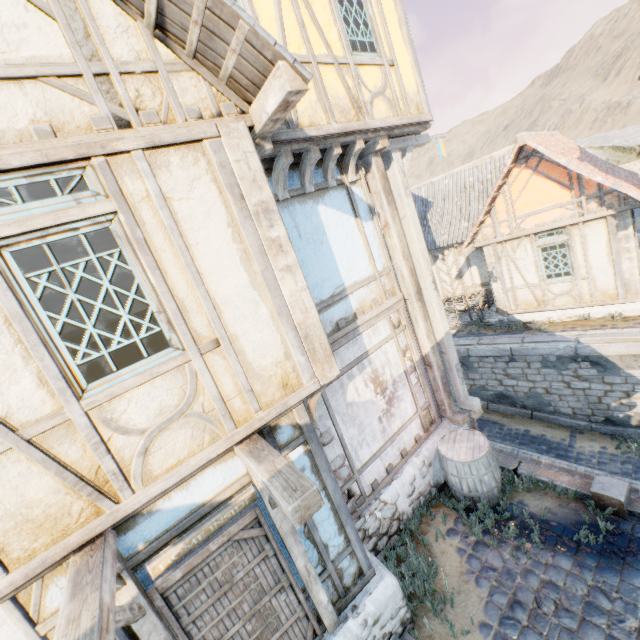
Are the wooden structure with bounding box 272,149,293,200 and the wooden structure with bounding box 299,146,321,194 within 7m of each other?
yes

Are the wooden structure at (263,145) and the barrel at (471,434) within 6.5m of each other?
yes

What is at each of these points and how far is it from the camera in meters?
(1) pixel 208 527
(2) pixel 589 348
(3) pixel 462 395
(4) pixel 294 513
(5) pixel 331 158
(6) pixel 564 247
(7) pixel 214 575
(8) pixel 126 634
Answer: (1) sign, 3.3 m
(2) stone blocks, 9.6 m
(3) wooden structure, 7.4 m
(4) wooden structure, 2.3 m
(5) wooden structure, 5.1 m
(6) building, 10.6 m
(7) door, 3.4 m
(8) building, 3.0 m

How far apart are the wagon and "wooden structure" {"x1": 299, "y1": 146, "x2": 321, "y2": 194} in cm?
1034

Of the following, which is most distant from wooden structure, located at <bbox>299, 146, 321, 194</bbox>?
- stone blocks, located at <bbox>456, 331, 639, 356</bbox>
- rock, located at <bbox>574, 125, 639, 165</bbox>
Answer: rock, located at <bbox>574, 125, 639, 165</bbox>

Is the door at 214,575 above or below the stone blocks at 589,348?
above

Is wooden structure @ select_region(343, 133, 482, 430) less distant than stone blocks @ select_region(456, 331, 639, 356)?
Yes

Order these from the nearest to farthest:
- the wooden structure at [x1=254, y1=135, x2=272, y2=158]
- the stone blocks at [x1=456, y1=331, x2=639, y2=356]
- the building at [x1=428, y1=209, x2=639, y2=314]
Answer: the wooden structure at [x1=254, y1=135, x2=272, y2=158]
the stone blocks at [x1=456, y1=331, x2=639, y2=356]
the building at [x1=428, y1=209, x2=639, y2=314]
